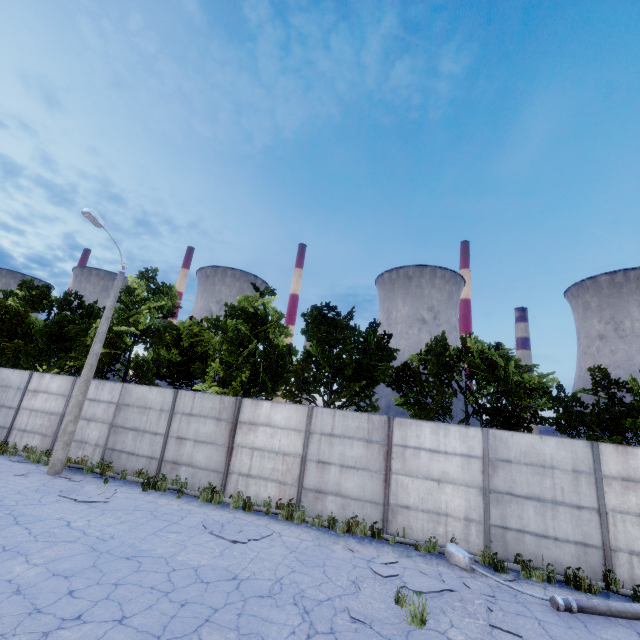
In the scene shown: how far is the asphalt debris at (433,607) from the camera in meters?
6.2 m

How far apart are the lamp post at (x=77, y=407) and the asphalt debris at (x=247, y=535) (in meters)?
7.12

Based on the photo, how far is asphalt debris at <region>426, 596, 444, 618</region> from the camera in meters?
6.2

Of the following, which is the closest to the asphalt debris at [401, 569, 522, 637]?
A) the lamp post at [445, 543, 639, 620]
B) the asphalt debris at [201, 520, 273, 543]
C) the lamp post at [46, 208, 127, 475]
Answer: the lamp post at [445, 543, 639, 620]

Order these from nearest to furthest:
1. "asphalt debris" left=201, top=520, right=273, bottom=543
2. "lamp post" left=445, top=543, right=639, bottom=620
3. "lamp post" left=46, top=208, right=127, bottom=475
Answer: "lamp post" left=445, top=543, right=639, bottom=620
"asphalt debris" left=201, top=520, right=273, bottom=543
"lamp post" left=46, top=208, right=127, bottom=475

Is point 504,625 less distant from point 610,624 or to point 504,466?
point 610,624

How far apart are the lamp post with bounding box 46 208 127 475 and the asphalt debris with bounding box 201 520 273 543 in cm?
712

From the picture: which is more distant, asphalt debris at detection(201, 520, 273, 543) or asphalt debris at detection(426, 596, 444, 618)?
asphalt debris at detection(201, 520, 273, 543)
